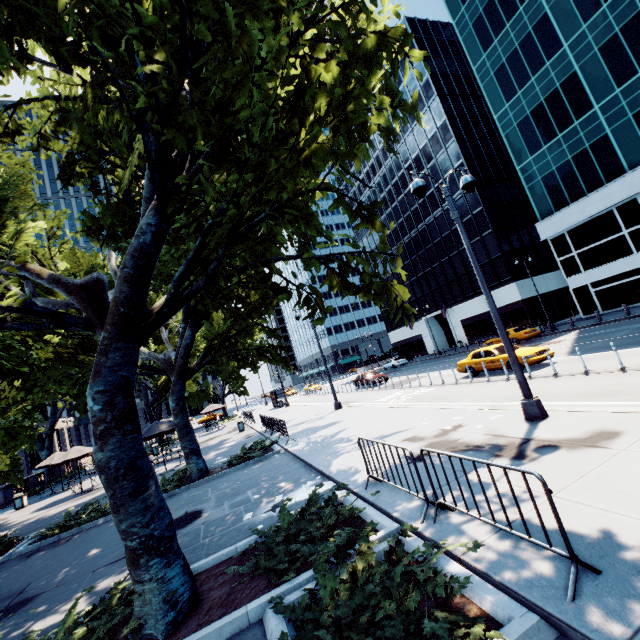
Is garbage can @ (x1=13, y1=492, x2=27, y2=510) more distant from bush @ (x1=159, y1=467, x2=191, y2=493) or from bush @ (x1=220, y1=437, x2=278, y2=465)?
bush @ (x1=220, y1=437, x2=278, y2=465)

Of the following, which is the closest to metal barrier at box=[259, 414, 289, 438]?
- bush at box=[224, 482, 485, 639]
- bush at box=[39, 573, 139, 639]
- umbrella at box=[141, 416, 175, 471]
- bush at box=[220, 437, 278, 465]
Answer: bush at box=[220, 437, 278, 465]

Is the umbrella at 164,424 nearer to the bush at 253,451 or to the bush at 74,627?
the bush at 253,451

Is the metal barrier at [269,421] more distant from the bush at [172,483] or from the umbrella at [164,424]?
the umbrella at [164,424]

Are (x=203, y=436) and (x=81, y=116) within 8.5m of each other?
no

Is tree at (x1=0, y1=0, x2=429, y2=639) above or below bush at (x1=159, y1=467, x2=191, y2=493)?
above

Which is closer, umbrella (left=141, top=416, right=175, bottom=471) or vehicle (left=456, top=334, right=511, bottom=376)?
vehicle (left=456, top=334, right=511, bottom=376)

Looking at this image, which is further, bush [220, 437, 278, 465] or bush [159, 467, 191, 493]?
bush [220, 437, 278, 465]
